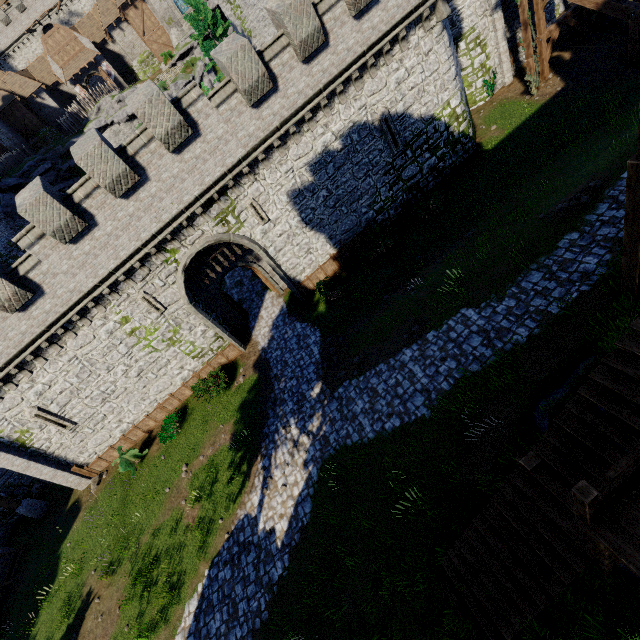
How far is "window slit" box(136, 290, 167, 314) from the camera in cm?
1653

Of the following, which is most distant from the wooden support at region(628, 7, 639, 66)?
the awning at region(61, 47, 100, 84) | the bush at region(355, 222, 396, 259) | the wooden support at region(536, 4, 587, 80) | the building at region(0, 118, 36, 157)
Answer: the building at region(0, 118, 36, 157)

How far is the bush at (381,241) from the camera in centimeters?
1805cm

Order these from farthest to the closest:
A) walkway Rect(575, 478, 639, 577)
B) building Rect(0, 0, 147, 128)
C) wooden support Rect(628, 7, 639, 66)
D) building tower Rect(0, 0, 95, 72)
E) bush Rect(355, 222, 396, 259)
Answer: building tower Rect(0, 0, 95, 72) < building Rect(0, 0, 147, 128) < bush Rect(355, 222, 396, 259) < wooden support Rect(628, 7, 639, 66) < walkway Rect(575, 478, 639, 577)

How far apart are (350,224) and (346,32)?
8.7m

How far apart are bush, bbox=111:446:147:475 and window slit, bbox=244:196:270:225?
14.71m

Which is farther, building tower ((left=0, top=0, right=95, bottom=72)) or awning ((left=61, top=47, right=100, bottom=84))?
building tower ((left=0, top=0, right=95, bottom=72))

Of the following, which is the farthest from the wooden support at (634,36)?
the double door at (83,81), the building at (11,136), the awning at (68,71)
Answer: the building at (11,136)
